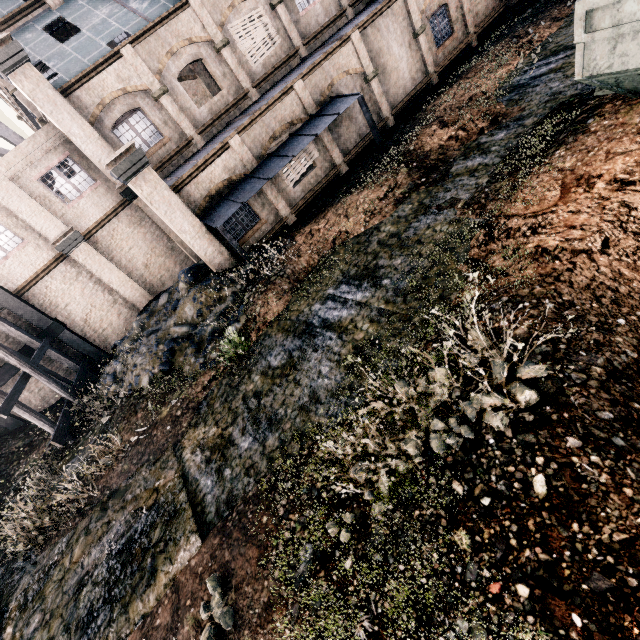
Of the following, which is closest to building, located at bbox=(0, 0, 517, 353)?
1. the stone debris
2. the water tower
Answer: the stone debris

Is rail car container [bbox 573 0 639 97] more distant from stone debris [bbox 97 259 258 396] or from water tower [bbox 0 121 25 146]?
water tower [bbox 0 121 25 146]

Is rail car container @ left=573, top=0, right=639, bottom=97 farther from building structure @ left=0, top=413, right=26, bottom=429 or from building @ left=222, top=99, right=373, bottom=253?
building structure @ left=0, top=413, right=26, bottom=429

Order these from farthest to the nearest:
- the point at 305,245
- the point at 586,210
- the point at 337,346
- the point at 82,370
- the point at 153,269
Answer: the point at 153,269 → the point at 82,370 → the point at 305,245 → the point at 337,346 → the point at 586,210

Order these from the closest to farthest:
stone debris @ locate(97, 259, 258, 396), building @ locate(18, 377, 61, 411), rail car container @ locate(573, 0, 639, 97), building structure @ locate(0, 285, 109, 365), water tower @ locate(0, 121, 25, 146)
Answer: rail car container @ locate(573, 0, 639, 97) < stone debris @ locate(97, 259, 258, 396) < building structure @ locate(0, 285, 109, 365) < building @ locate(18, 377, 61, 411) < water tower @ locate(0, 121, 25, 146)

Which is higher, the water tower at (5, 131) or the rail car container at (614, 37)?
the water tower at (5, 131)

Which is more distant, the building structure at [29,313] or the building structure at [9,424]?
the building structure at [9,424]

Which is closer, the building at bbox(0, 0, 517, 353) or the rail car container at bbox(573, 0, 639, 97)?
the rail car container at bbox(573, 0, 639, 97)
